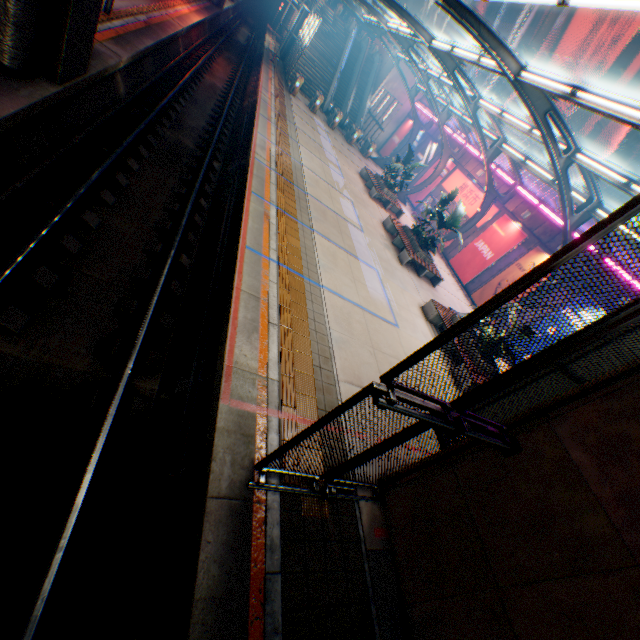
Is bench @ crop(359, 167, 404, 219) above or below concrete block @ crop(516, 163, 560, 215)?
below

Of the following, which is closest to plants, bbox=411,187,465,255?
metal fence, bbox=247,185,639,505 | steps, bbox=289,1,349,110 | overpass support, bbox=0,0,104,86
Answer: metal fence, bbox=247,185,639,505

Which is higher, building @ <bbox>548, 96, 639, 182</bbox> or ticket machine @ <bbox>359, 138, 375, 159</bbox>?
building @ <bbox>548, 96, 639, 182</bbox>

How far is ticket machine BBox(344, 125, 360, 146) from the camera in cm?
2739

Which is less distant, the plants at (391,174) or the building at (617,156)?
the plants at (391,174)

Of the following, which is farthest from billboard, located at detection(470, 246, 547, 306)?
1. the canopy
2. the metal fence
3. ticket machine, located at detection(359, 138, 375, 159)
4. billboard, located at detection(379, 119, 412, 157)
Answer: billboard, located at detection(379, 119, 412, 157)

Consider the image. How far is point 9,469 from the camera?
3.88m

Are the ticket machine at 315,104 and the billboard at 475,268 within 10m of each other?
no
